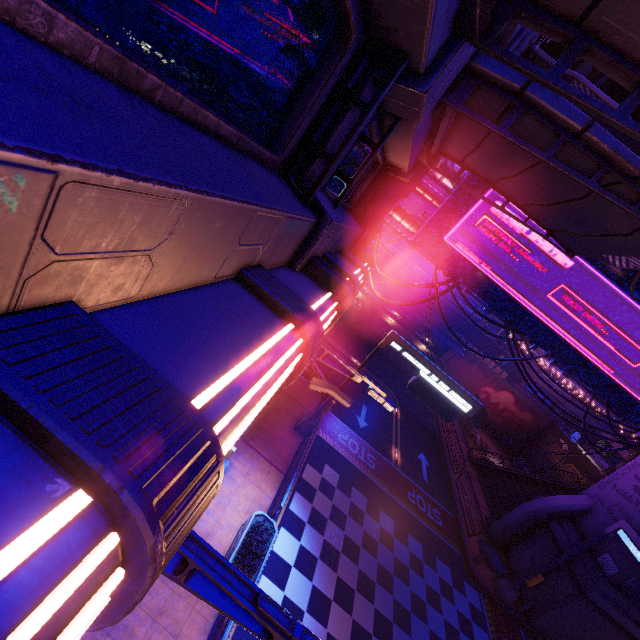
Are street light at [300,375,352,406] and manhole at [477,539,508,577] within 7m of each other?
no

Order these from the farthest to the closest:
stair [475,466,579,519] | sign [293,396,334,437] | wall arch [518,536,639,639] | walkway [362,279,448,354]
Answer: walkway [362,279,448,354] → stair [475,466,579,519] → sign [293,396,334,437] → wall arch [518,536,639,639]

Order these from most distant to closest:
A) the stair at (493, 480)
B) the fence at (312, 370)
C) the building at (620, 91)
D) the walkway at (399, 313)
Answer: the building at (620, 91)
the walkway at (399, 313)
the stair at (493, 480)
the fence at (312, 370)

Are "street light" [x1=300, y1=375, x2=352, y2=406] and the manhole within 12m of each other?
no

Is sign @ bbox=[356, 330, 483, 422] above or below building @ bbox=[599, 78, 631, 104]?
below

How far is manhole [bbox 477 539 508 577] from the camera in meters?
18.0

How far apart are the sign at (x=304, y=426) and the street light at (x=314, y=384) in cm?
503

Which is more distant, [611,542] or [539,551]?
[539,551]
